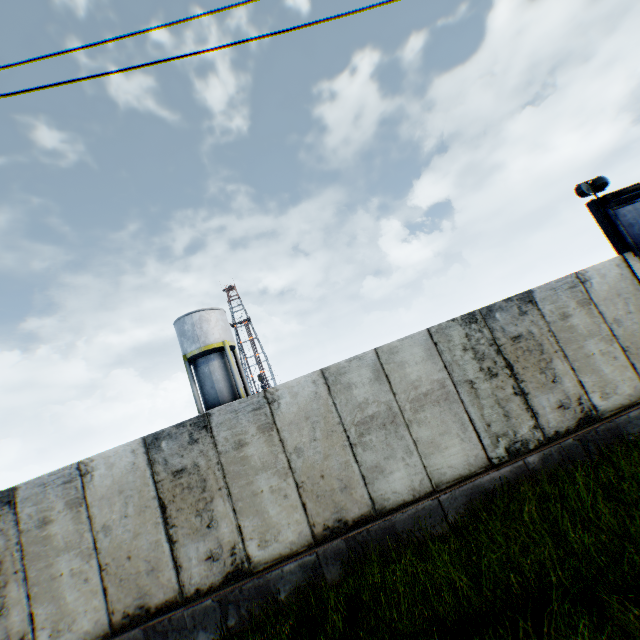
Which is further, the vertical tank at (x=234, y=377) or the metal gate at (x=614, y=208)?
the vertical tank at (x=234, y=377)

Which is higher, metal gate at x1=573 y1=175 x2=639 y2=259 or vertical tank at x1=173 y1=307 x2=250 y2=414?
vertical tank at x1=173 y1=307 x2=250 y2=414

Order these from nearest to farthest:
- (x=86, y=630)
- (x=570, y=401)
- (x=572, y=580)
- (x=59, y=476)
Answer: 1. (x=572, y=580)
2. (x=86, y=630)
3. (x=59, y=476)
4. (x=570, y=401)

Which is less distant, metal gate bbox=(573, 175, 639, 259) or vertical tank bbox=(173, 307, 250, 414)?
metal gate bbox=(573, 175, 639, 259)

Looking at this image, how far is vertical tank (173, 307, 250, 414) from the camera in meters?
23.8 m

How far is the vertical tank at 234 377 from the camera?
23.8 meters
